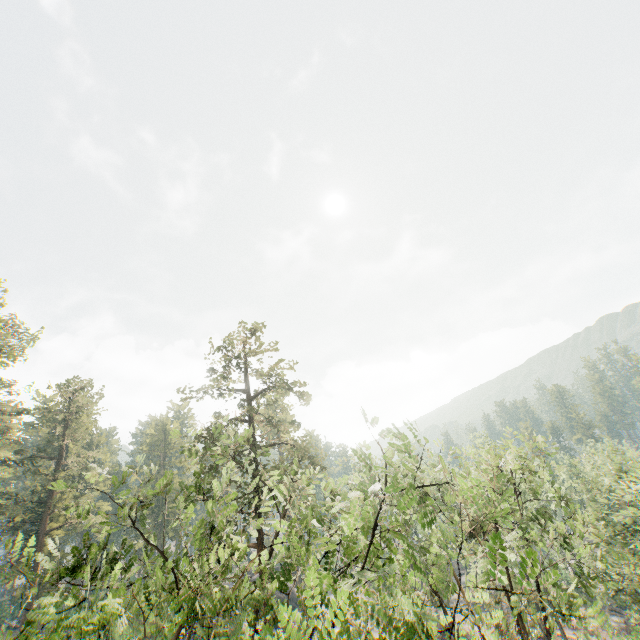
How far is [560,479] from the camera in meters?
20.0
